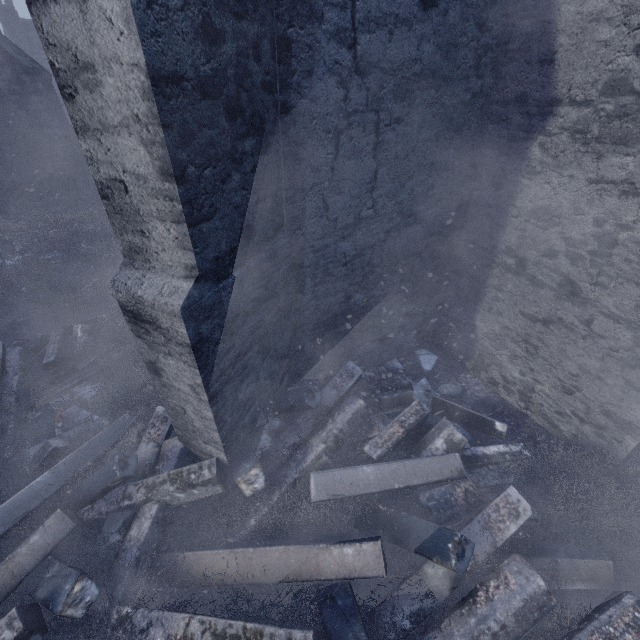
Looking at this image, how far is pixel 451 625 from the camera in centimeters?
209cm

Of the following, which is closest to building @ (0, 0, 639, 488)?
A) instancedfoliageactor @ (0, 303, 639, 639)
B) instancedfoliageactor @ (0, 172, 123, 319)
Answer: instancedfoliageactor @ (0, 303, 639, 639)

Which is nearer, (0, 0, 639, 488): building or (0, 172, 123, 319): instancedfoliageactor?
(0, 0, 639, 488): building

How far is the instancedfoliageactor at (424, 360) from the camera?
4.7m

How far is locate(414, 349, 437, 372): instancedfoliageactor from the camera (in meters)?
4.66

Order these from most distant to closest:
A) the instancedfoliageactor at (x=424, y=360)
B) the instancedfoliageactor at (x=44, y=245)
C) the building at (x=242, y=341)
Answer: the instancedfoliageactor at (x=44, y=245)
the instancedfoliageactor at (x=424, y=360)
the building at (x=242, y=341)
